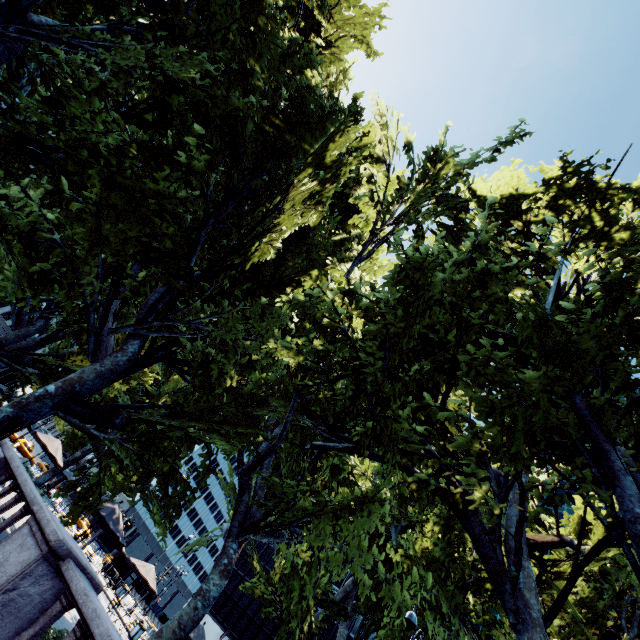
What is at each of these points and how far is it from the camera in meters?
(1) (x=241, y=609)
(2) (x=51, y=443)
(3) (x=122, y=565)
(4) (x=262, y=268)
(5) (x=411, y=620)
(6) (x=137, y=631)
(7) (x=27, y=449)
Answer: (1) building, 51.5 m
(2) umbrella, 18.9 m
(3) bus stop, 32.3 m
(4) tree, 11.9 m
(5) light, 10.9 m
(6) garbage can, 21.4 m
(7) vehicle, 42.2 m

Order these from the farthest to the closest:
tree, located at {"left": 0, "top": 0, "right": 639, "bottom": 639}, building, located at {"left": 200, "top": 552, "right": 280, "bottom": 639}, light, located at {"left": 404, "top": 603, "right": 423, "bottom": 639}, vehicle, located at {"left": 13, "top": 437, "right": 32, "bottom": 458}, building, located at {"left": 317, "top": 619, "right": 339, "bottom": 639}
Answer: building, located at {"left": 200, "top": 552, "right": 280, "bottom": 639} → building, located at {"left": 317, "top": 619, "right": 339, "bottom": 639} → vehicle, located at {"left": 13, "top": 437, "right": 32, "bottom": 458} → light, located at {"left": 404, "top": 603, "right": 423, "bottom": 639} → tree, located at {"left": 0, "top": 0, "right": 639, "bottom": 639}

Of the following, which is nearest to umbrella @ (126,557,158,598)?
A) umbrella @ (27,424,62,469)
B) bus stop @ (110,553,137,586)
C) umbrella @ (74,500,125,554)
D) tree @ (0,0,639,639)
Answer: umbrella @ (27,424,62,469)

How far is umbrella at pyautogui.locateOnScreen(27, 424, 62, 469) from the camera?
18.4 meters

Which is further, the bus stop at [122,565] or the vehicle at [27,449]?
the vehicle at [27,449]

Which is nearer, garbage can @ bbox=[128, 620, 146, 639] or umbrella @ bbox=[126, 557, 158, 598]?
umbrella @ bbox=[126, 557, 158, 598]

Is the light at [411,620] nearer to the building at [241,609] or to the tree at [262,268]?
the tree at [262,268]

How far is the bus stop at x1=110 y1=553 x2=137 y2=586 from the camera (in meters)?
31.27
